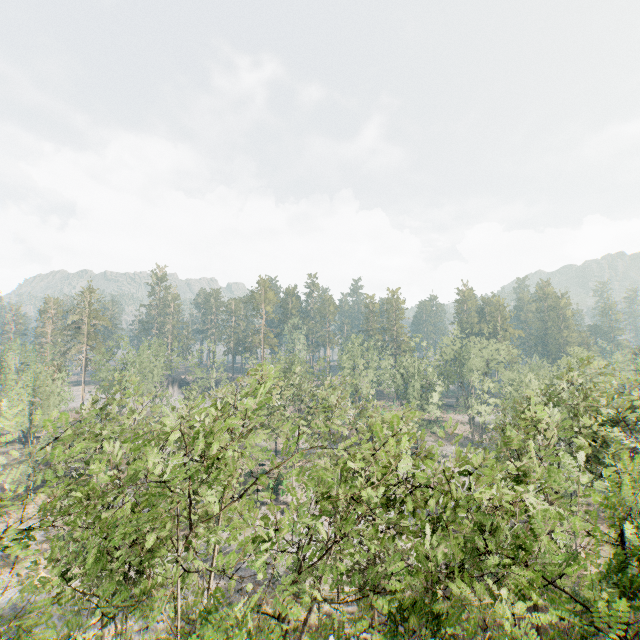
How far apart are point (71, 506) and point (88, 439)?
14.8m
